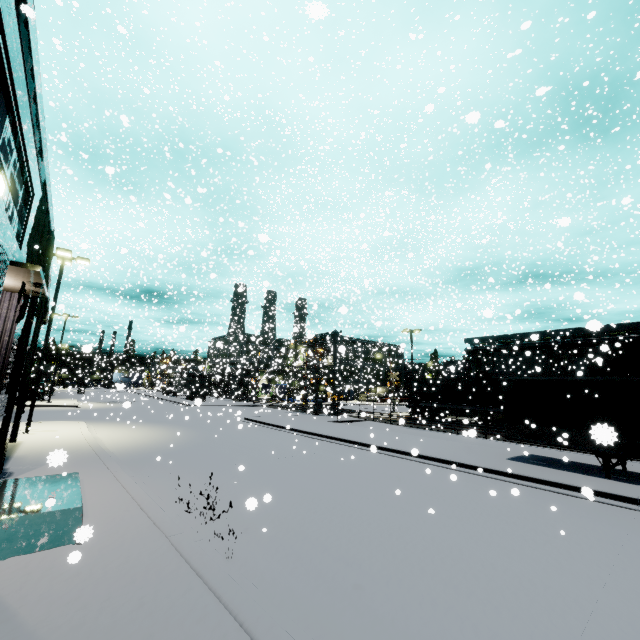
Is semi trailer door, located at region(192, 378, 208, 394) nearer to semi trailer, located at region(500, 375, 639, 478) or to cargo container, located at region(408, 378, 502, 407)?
semi trailer, located at region(500, 375, 639, 478)

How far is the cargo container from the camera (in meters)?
26.53

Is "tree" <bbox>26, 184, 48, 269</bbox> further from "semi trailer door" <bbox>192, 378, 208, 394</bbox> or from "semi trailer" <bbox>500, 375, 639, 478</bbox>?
"semi trailer door" <bbox>192, 378, 208, 394</bbox>

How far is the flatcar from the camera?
25.9m

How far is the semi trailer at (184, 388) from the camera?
42.5m

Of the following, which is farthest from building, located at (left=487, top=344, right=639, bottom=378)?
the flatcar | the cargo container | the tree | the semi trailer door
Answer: the semi trailer door

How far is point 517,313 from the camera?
8.1 meters

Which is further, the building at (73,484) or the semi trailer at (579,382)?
the semi trailer at (579,382)
